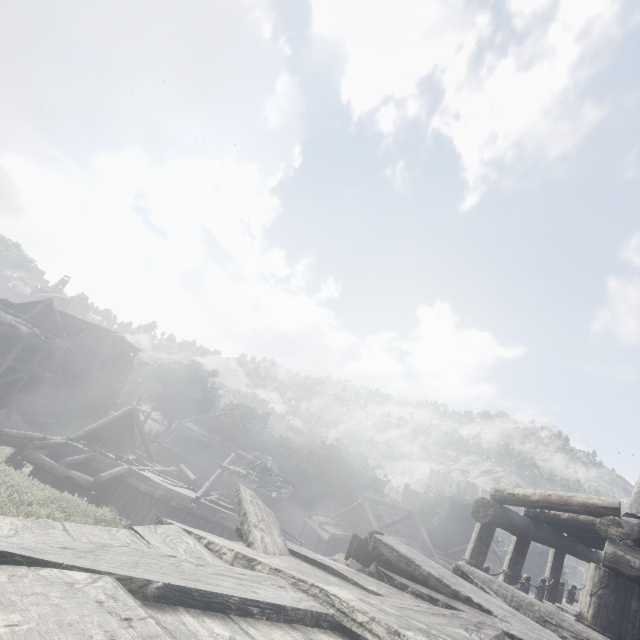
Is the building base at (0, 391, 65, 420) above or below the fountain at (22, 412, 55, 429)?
above

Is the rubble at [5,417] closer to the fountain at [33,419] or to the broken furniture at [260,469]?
the fountain at [33,419]

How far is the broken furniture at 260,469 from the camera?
21.4 meters

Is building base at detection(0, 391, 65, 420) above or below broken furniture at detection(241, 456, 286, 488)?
below

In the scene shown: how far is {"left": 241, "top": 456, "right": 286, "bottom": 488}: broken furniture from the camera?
21.4 meters

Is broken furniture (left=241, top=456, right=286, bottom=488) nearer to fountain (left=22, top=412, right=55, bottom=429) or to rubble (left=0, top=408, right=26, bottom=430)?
rubble (left=0, top=408, right=26, bottom=430)

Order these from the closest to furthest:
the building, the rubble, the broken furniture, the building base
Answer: the building, the broken furniture, the rubble, the building base

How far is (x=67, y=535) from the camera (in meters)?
2.08
